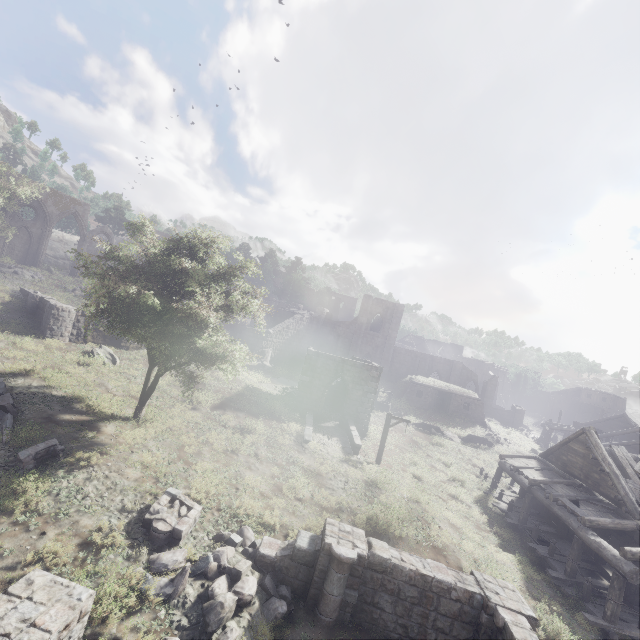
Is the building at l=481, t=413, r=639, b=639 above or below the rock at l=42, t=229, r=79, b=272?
below

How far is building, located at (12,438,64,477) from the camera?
10.2 meters

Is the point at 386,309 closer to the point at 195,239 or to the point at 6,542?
the point at 195,239

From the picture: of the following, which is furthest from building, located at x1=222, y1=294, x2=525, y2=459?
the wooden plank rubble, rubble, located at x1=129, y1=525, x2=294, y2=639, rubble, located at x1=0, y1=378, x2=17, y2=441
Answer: rubble, located at x1=0, y1=378, x2=17, y2=441

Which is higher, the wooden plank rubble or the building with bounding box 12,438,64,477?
the wooden plank rubble

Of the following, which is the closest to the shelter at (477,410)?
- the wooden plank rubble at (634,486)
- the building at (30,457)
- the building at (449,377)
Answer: the building at (449,377)

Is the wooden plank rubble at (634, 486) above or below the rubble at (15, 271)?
below

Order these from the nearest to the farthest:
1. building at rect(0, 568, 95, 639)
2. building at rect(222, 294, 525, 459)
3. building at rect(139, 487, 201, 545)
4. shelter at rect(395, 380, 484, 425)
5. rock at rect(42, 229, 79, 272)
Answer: building at rect(0, 568, 95, 639), building at rect(139, 487, 201, 545), building at rect(222, 294, 525, 459), shelter at rect(395, 380, 484, 425), rock at rect(42, 229, 79, 272)
